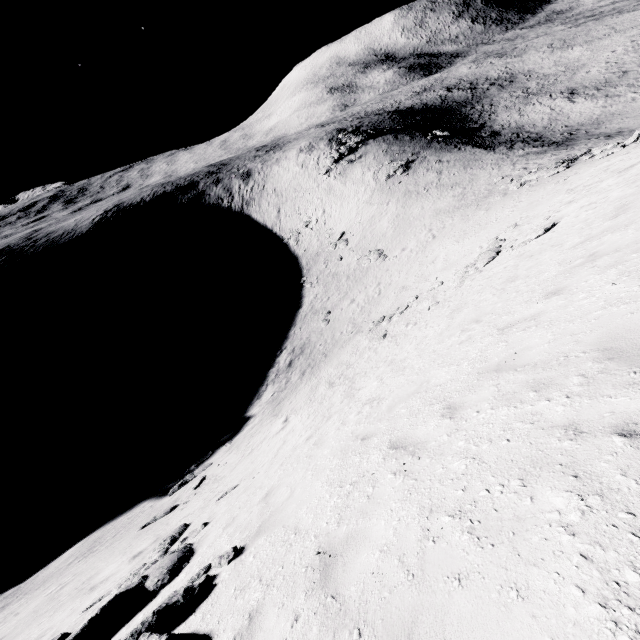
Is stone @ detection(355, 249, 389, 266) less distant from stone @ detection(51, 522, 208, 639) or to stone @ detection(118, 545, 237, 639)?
stone @ detection(51, 522, 208, 639)

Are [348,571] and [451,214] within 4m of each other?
no

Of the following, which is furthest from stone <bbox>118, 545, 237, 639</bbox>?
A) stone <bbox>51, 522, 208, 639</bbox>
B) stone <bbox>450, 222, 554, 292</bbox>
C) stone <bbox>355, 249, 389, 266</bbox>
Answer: Result: stone <bbox>355, 249, 389, 266</bbox>

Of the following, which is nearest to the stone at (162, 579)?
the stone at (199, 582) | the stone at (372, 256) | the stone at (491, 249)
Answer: the stone at (199, 582)

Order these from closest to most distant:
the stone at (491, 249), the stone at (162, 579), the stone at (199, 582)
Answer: the stone at (199, 582), the stone at (162, 579), the stone at (491, 249)

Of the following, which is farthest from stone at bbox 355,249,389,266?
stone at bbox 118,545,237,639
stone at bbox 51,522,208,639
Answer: stone at bbox 118,545,237,639

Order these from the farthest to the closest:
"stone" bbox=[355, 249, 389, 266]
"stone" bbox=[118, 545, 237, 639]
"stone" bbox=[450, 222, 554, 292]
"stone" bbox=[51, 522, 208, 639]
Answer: "stone" bbox=[355, 249, 389, 266] → "stone" bbox=[450, 222, 554, 292] → "stone" bbox=[51, 522, 208, 639] → "stone" bbox=[118, 545, 237, 639]

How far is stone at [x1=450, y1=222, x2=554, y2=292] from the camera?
14.27m
